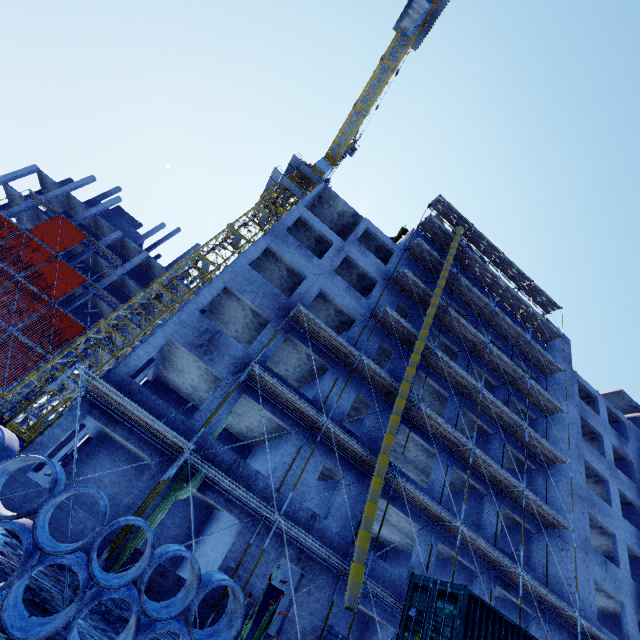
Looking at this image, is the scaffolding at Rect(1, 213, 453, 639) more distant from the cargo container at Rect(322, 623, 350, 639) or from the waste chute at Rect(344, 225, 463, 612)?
the cargo container at Rect(322, 623, 350, 639)

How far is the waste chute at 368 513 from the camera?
10.02m

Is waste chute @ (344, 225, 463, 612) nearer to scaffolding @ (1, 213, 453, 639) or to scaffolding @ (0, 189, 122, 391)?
scaffolding @ (1, 213, 453, 639)

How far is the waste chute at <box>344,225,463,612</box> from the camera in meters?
10.0 m

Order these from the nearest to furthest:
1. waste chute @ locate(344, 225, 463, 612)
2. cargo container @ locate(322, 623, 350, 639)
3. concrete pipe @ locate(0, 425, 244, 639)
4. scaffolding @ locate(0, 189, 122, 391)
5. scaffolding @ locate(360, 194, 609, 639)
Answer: concrete pipe @ locate(0, 425, 244, 639)
cargo container @ locate(322, 623, 350, 639)
waste chute @ locate(344, 225, 463, 612)
scaffolding @ locate(360, 194, 609, 639)
scaffolding @ locate(0, 189, 122, 391)

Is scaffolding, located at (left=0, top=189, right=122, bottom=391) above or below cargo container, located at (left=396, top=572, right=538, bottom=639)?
above

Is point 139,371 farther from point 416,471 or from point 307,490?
point 416,471

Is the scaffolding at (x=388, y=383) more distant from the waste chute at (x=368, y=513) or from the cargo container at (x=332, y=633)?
the cargo container at (x=332, y=633)
